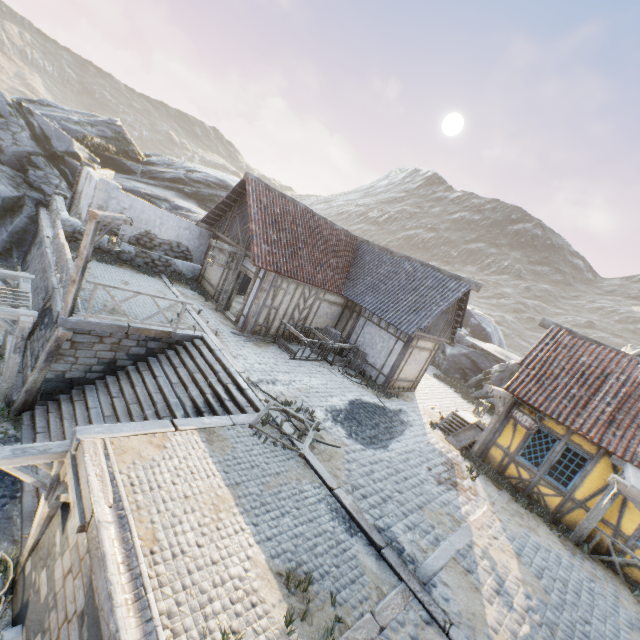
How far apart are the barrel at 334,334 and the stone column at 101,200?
11.06m

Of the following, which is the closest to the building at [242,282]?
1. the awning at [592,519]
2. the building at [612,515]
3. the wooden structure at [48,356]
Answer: the wooden structure at [48,356]

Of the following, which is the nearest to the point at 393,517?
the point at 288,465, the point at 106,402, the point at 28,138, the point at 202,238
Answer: the point at 288,465

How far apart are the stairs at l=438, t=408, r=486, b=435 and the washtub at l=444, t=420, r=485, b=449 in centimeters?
4cm

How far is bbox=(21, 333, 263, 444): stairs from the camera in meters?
8.7 m

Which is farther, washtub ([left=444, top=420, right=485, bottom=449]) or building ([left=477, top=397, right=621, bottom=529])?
washtub ([left=444, top=420, right=485, bottom=449])

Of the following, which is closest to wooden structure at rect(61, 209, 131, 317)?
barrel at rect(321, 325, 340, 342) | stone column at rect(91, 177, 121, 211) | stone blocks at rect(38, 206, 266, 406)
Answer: stone blocks at rect(38, 206, 266, 406)

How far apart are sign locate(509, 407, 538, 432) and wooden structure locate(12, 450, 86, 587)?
11.7 meters
